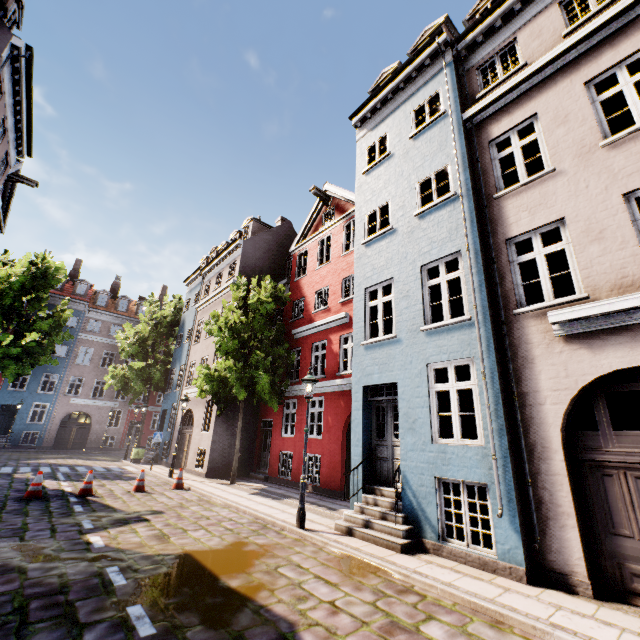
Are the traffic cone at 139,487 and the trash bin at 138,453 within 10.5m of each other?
yes

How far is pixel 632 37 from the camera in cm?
641

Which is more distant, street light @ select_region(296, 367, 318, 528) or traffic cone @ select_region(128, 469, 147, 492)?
traffic cone @ select_region(128, 469, 147, 492)

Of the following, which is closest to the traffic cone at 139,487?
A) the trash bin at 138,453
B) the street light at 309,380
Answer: the street light at 309,380

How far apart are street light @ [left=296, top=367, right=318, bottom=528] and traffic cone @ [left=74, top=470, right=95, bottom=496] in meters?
7.4

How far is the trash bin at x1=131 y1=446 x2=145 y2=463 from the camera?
20.2 meters

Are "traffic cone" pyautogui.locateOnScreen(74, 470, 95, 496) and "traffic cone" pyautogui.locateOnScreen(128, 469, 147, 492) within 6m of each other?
yes

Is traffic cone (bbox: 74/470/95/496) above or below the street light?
below
